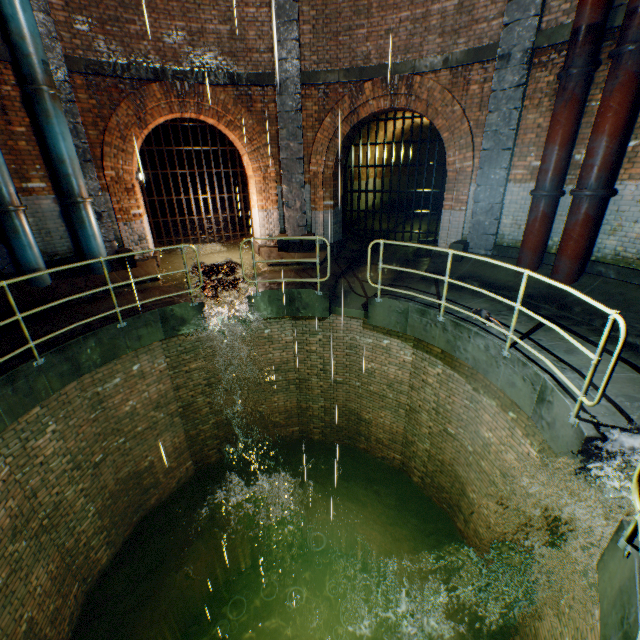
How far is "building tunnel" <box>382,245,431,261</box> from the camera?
10.4 meters

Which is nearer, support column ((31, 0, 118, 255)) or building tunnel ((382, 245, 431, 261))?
support column ((31, 0, 118, 255))

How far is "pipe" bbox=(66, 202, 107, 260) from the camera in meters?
7.5

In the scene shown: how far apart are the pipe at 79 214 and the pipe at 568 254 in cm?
1046

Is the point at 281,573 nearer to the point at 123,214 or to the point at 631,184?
the point at 123,214

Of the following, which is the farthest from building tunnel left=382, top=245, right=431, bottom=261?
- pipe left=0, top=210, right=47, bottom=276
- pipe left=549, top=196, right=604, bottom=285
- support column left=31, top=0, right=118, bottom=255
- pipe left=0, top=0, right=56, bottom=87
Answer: pipe left=0, top=210, right=47, bottom=276

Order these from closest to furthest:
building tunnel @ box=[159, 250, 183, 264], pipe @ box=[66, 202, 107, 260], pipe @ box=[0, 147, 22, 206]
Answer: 1. pipe @ box=[0, 147, 22, 206]
2. pipe @ box=[66, 202, 107, 260]
3. building tunnel @ box=[159, 250, 183, 264]

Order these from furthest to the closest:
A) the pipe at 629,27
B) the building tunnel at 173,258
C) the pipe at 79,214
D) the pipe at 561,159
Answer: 1. the building tunnel at 173,258
2. the pipe at 79,214
3. the pipe at 561,159
4. the pipe at 629,27
